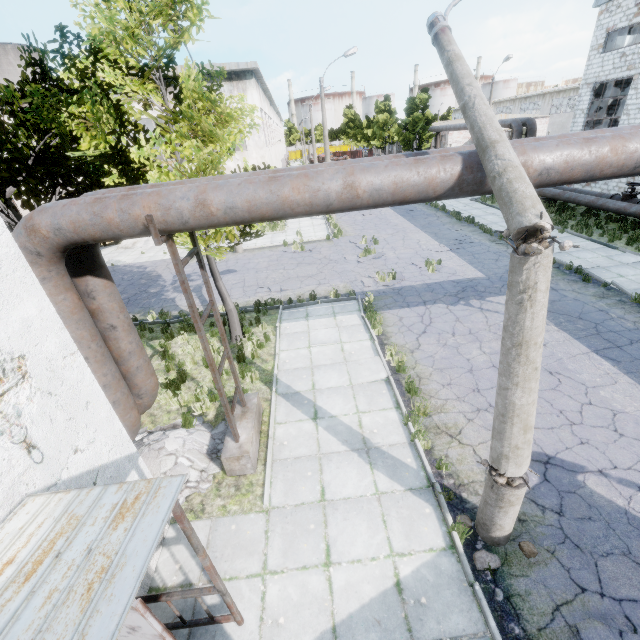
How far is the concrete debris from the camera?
6.3m

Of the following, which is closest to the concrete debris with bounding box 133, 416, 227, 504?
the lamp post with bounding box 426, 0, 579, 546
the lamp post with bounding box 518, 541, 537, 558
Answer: the lamp post with bounding box 426, 0, 579, 546

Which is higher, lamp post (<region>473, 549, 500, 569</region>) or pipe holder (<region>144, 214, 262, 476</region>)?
pipe holder (<region>144, 214, 262, 476</region>)

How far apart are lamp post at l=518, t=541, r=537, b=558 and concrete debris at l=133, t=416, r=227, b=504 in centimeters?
540cm

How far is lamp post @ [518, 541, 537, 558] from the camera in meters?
4.7 m

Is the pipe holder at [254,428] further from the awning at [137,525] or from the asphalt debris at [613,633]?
the asphalt debris at [613,633]

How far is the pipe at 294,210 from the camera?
4.00m

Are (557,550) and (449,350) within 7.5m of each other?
yes
